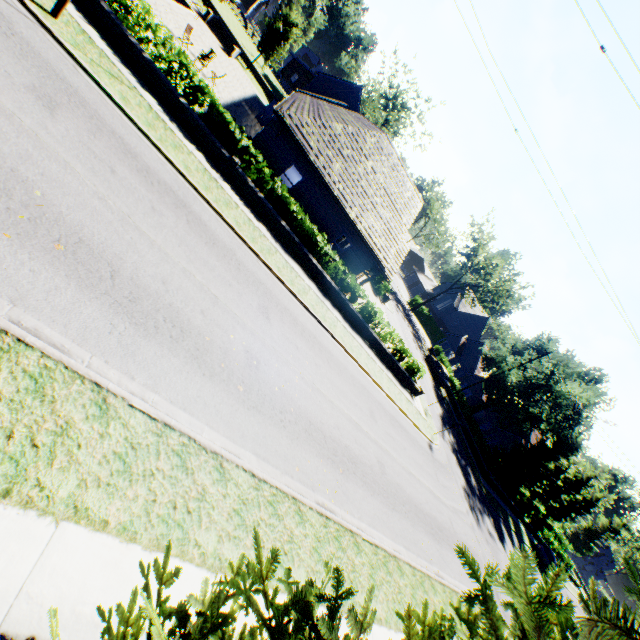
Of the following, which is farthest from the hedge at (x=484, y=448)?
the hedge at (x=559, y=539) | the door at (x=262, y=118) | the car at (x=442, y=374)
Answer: the door at (x=262, y=118)

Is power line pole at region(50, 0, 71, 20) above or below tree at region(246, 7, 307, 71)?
below

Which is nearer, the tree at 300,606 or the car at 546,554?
the tree at 300,606

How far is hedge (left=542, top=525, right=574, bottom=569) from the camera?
45.3m

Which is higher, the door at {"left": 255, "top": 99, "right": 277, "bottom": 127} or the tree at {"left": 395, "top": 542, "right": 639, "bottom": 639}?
the tree at {"left": 395, "top": 542, "right": 639, "bottom": 639}

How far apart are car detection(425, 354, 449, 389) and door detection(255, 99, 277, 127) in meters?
31.3

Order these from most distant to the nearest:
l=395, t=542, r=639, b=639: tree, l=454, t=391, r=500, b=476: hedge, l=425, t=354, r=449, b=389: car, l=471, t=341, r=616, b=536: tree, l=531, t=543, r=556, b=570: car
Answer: l=425, t=354, r=449, b=389: car, l=531, t=543, r=556, b=570: car, l=454, t=391, r=500, b=476: hedge, l=471, t=341, r=616, b=536: tree, l=395, t=542, r=639, b=639: tree

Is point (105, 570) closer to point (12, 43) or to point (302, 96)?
point (12, 43)
